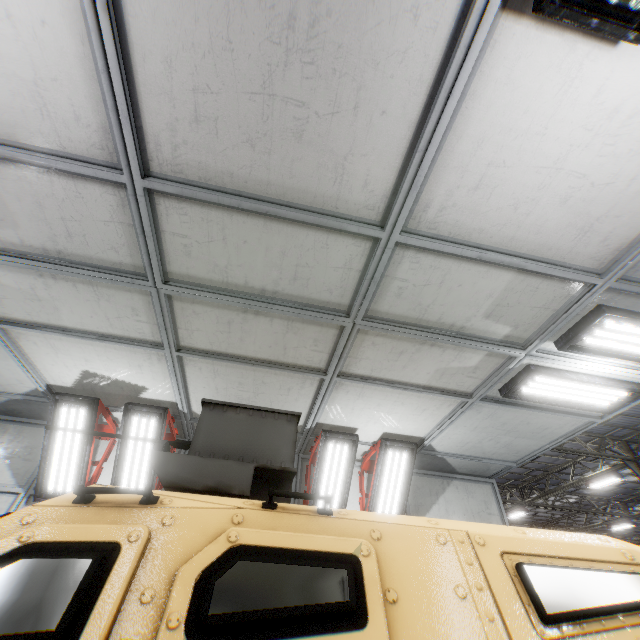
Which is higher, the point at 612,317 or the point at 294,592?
the point at 612,317

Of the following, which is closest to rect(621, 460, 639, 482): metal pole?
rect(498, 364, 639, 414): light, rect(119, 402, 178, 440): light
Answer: rect(498, 364, 639, 414): light

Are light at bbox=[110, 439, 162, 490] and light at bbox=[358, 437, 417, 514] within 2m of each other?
no

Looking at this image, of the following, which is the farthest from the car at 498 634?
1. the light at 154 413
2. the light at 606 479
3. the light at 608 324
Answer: the light at 606 479

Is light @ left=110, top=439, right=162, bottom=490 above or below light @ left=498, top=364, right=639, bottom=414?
below

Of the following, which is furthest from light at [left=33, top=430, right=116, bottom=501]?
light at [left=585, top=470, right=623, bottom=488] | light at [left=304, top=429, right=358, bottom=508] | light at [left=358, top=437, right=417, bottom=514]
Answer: light at [left=585, top=470, right=623, bottom=488]

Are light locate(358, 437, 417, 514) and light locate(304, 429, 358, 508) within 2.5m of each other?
yes

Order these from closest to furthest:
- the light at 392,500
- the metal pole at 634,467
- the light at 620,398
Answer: the light at 620,398
the light at 392,500
the metal pole at 634,467
